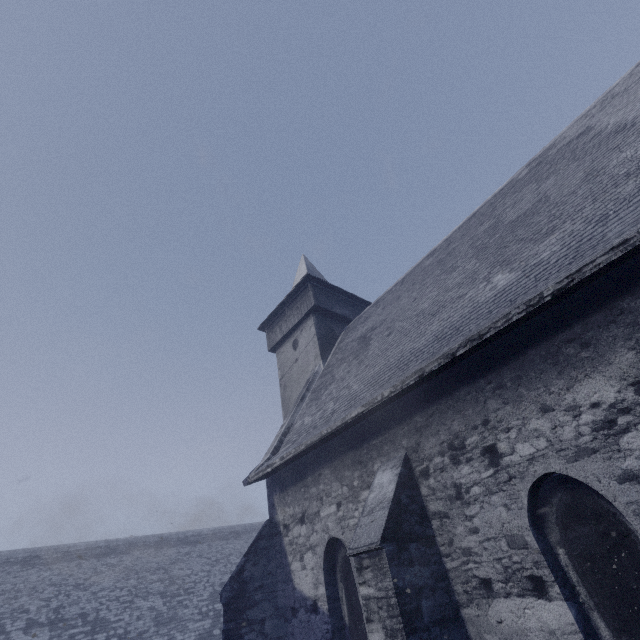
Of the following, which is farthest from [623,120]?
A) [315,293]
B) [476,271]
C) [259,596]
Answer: [259,596]
